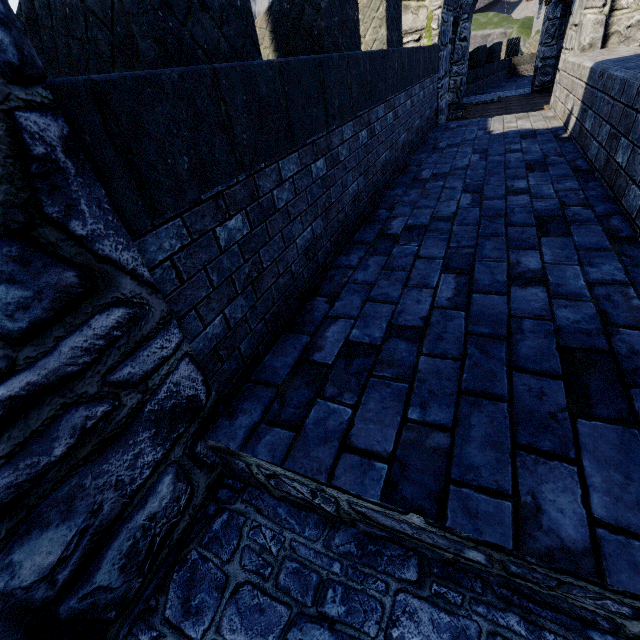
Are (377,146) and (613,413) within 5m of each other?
yes
